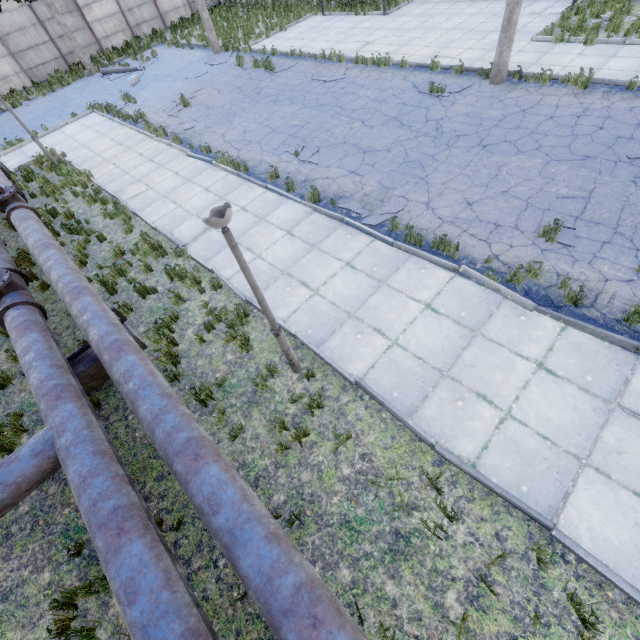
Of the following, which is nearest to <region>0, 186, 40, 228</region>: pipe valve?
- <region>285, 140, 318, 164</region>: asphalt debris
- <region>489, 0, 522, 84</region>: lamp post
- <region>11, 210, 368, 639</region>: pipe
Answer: <region>11, 210, 368, 639</region>: pipe

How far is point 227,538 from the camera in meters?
3.3 m

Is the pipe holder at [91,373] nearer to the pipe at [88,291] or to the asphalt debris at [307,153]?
the pipe at [88,291]

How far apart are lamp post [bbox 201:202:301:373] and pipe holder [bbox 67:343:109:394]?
3.24m

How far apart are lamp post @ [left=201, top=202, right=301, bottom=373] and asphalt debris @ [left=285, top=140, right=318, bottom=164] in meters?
6.8 m

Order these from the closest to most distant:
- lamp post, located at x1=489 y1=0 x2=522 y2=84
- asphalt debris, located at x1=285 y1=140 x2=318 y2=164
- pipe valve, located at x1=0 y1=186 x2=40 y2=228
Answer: pipe valve, located at x1=0 y1=186 x2=40 y2=228 < lamp post, located at x1=489 y1=0 x2=522 y2=84 < asphalt debris, located at x1=285 y1=140 x2=318 y2=164

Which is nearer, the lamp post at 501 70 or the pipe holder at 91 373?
the pipe holder at 91 373

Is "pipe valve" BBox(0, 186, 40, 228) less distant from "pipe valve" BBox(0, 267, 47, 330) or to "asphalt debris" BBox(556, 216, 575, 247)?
"pipe valve" BBox(0, 267, 47, 330)
